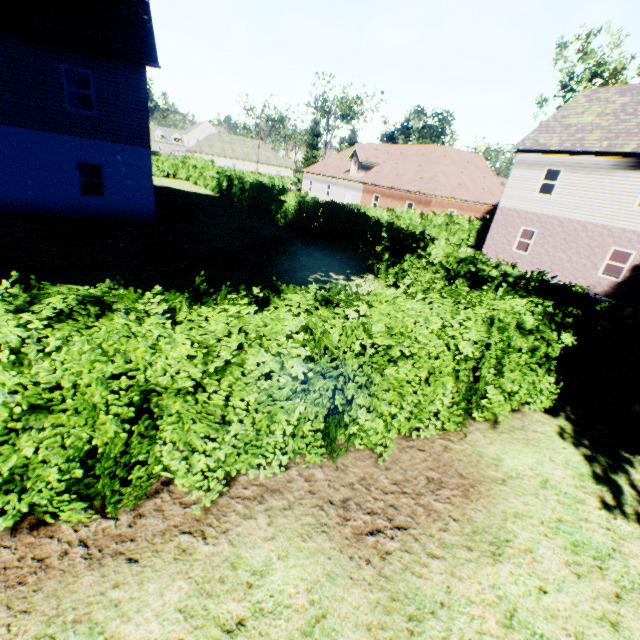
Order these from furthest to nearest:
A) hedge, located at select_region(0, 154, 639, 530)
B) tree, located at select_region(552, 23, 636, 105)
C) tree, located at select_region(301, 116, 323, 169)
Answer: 1. tree, located at select_region(301, 116, 323, 169)
2. tree, located at select_region(552, 23, 636, 105)
3. hedge, located at select_region(0, 154, 639, 530)

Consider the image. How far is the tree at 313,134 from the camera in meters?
45.6

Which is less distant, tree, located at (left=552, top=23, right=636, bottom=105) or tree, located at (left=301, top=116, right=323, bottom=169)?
tree, located at (left=552, top=23, right=636, bottom=105)

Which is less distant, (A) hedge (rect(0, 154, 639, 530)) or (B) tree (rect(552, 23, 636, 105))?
(A) hedge (rect(0, 154, 639, 530))

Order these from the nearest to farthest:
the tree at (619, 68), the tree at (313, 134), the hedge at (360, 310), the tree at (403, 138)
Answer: the hedge at (360, 310) → the tree at (619, 68) → the tree at (403, 138) → the tree at (313, 134)

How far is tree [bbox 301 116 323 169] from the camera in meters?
45.6

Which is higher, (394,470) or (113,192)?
(113,192)
